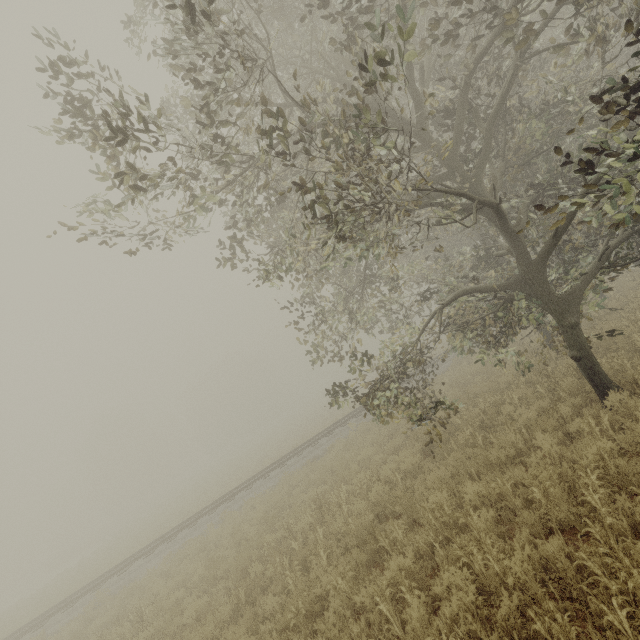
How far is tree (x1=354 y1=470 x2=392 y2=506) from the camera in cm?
850

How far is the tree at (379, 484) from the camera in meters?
8.5

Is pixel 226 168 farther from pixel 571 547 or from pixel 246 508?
pixel 246 508

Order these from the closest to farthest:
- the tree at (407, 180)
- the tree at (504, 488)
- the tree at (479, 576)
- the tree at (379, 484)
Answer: the tree at (479, 576), the tree at (407, 180), the tree at (504, 488), the tree at (379, 484)

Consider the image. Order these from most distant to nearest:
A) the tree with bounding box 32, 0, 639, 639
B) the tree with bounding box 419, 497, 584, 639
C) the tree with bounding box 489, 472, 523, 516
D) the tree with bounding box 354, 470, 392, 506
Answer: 1. the tree with bounding box 354, 470, 392, 506
2. the tree with bounding box 489, 472, 523, 516
3. the tree with bounding box 32, 0, 639, 639
4. the tree with bounding box 419, 497, 584, 639

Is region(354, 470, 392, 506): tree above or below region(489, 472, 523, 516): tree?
above

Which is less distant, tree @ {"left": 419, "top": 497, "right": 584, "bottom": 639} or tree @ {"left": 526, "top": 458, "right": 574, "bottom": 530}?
tree @ {"left": 419, "top": 497, "right": 584, "bottom": 639}
